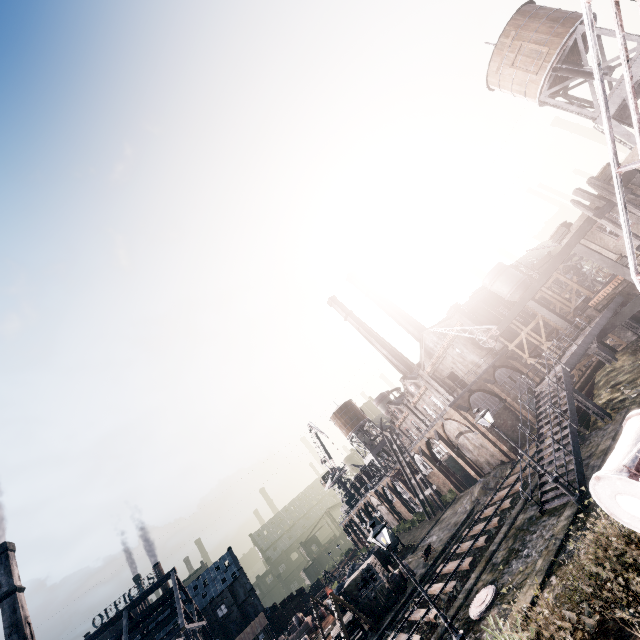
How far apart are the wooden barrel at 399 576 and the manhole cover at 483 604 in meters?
15.7 m

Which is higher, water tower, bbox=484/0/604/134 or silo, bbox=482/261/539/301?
water tower, bbox=484/0/604/134

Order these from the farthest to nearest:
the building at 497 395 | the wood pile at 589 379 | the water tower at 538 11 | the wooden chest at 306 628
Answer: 1. the wooden chest at 306 628
2. the building at 497 395
3. the water tower at 538 11
4. the wood pile at 589 379

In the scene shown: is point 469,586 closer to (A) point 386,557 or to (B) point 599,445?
(B) point 599,445

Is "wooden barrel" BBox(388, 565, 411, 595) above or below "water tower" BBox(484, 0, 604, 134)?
below

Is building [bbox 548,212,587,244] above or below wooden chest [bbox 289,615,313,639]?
above

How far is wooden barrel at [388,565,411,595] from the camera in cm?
2840

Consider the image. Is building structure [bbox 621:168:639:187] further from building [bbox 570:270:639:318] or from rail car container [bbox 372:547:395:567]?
rail car container [bbox 372:547:395:567]
